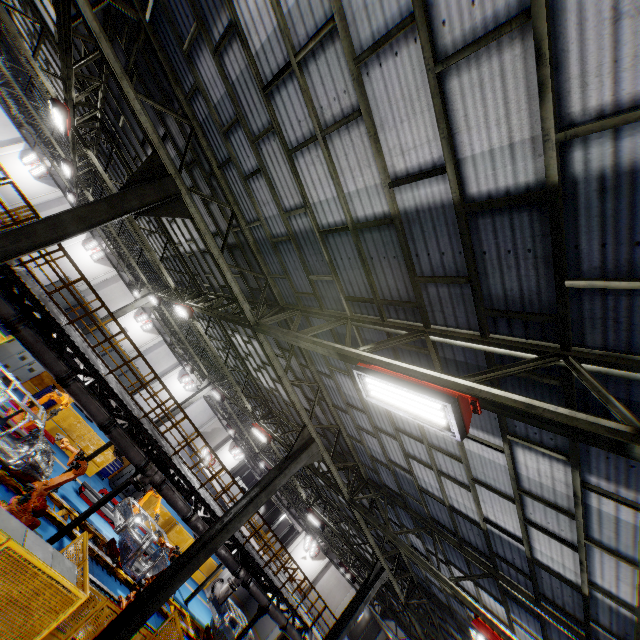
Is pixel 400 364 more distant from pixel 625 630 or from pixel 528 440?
pixel 625 630

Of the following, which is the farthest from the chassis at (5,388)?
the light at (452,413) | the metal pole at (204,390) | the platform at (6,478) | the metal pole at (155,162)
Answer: the light at (452,413)

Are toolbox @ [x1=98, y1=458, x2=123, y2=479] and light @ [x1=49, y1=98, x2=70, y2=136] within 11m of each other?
no

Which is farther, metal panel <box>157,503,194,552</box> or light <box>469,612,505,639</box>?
metal panel <box>157,503,194,552</box>

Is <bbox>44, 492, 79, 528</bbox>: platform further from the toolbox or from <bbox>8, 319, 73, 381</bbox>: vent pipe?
the toolbox

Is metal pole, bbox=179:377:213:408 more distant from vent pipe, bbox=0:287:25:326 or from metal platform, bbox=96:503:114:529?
vent pipe, bbox=0:287:25:326

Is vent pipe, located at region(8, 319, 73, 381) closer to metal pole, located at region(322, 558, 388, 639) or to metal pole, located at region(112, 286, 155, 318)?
metal pole, located at region(322, 558, 388, 639)

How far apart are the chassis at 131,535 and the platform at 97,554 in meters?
0.0
